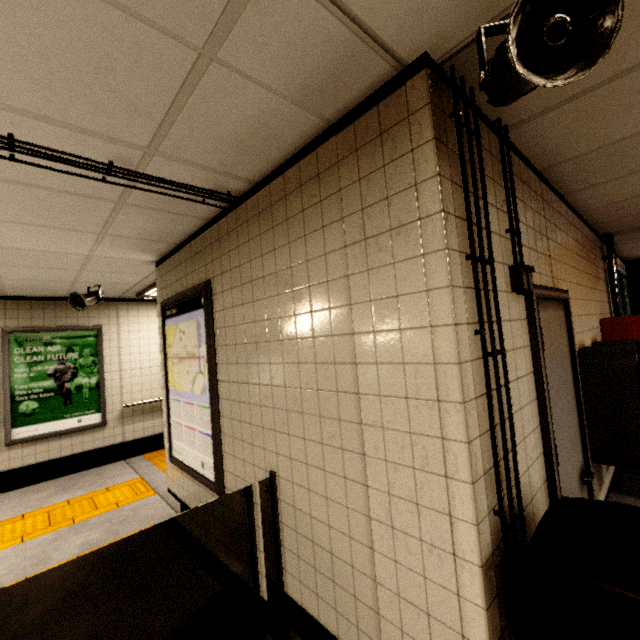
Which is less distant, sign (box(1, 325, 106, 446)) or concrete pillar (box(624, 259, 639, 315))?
sign (box(1, 325, 106, 446))

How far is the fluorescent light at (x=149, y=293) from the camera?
5.0m

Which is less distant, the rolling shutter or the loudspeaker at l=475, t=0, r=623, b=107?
the loudspeaker at l=475, t=0, r=623, b=107

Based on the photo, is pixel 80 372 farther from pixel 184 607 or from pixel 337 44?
pixel 337 44

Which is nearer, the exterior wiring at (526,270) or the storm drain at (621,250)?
the exterior wiring at (526,270)

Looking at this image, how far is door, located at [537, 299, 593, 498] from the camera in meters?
1.9

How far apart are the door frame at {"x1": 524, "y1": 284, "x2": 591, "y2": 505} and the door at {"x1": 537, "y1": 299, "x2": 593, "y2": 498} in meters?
0.0 m

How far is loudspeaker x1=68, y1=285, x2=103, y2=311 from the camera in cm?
457
